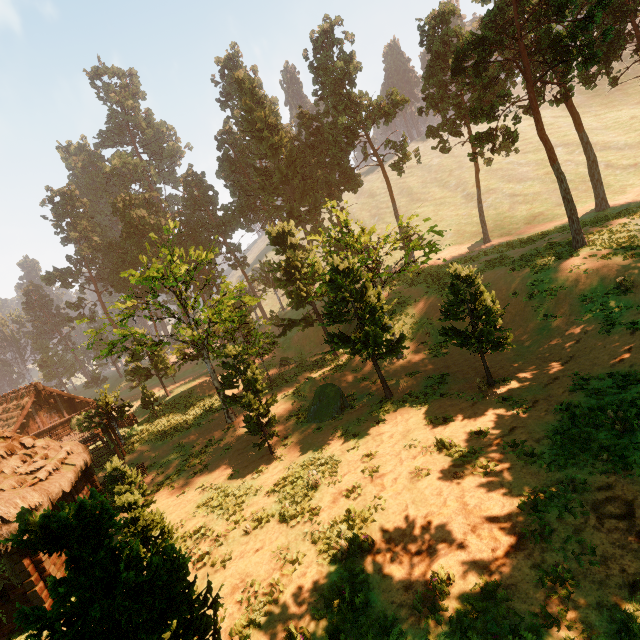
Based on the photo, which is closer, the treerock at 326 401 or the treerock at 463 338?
the treerock at 463 338

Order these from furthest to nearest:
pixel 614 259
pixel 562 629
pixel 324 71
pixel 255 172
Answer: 1. pixel 255 172
2. pixel 324 71
3. pixel 614 259
4. pixel 562 629

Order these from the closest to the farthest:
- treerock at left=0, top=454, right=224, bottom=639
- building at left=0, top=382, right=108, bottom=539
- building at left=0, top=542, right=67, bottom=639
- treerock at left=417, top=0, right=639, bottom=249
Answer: treerock at left=0, top=454, right=224, bottom=639 → building at left=0, top=542, right=67, bottom=639 → building at left=0, top=382, right=108, bottom=539 → treerock at left=417, top=0, right=639, bottom=249

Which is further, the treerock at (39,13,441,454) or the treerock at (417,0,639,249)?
the treerock at (417,0,639,249)

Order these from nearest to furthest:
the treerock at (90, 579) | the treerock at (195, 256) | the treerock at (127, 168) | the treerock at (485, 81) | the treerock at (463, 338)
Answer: the treerock at (90, 579), the treerock at (463, 338), the treerock at (195, 256), the treerock at (485, 81), the treerock at (127, 168)

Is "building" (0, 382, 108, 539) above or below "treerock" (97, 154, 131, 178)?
below

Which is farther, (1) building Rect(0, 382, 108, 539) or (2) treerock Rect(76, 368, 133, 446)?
(2) treerock Rect(76, 368, 133, 446)
